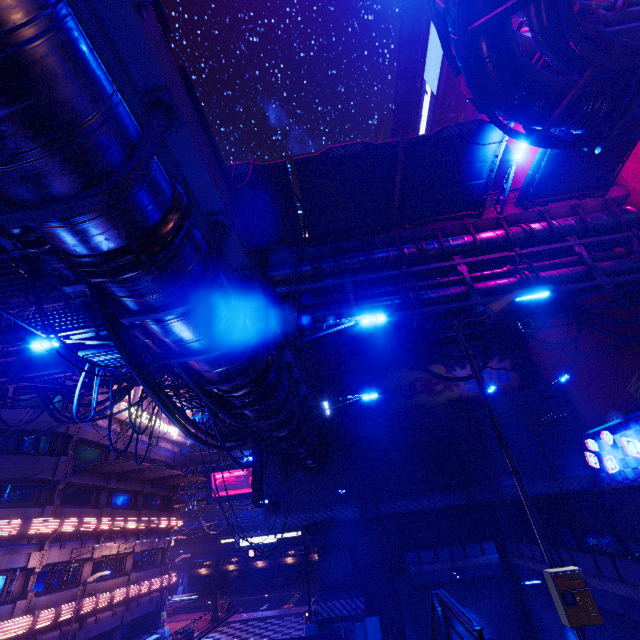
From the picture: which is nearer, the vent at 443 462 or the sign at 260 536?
the vent at 443 462

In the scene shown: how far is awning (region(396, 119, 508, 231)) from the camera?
12.2m

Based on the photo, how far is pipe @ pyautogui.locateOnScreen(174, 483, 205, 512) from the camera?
39.59m

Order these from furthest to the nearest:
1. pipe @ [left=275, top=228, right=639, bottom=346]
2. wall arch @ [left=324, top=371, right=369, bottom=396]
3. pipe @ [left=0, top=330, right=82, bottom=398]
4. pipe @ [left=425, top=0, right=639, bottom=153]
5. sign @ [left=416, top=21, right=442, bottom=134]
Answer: sign @ [left=416, top=21, right=442, bottom=134] → wall arch @ [left=324, top=371, right=369, bottom=396] → pipe @ [left=0, top=330, right=82, bottom=398] → pipe @ [left=275, top=228, right=639, bottom=346] → pipe @ [left=425, top=0, right=639, bottom=153]

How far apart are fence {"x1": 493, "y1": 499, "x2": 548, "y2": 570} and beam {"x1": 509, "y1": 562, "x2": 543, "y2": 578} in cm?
0

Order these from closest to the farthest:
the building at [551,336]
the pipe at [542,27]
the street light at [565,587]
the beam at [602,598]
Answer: the street light at [565,587], the pipe at [542,27], the beam at [602,598], the building at [551,336]

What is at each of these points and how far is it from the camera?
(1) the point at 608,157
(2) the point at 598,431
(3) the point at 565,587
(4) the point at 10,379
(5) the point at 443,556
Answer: (1) awning, 13.8m
(2) building, 18.2m
(3) street light, 3.7m
(4) pipe, 13.8m
(5) fence, 18.2m

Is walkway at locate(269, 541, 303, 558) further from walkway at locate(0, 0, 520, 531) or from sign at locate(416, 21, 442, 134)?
sign at locate(416, 21, 442, 134)
